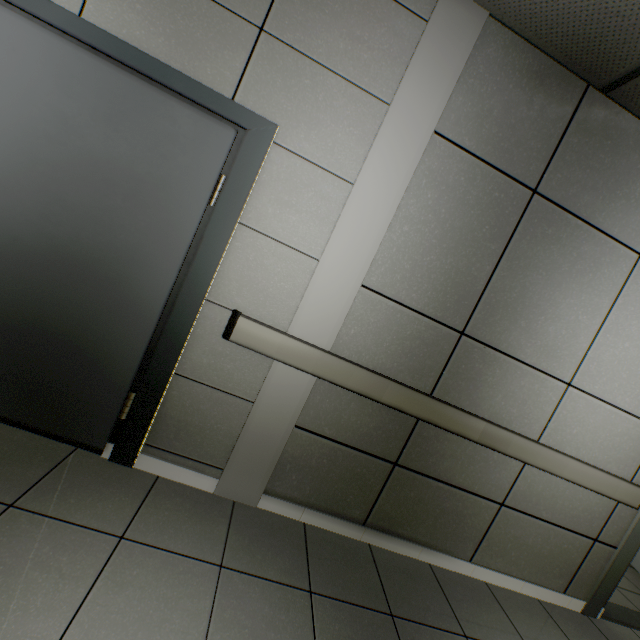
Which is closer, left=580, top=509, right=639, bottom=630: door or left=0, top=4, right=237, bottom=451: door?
left=0, top=4, right=237, bottom=451: door

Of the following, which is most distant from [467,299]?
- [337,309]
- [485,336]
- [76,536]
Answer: [76,536]

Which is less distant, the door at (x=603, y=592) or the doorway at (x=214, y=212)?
the doorway at (x=214, y=212)

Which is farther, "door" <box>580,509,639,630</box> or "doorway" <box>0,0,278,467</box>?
"door" <box>580,509,639,630</box>

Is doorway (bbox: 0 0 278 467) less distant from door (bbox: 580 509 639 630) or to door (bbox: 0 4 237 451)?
door (bbox: 0 4 237 451)

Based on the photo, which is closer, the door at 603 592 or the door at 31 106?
the door at 31 106

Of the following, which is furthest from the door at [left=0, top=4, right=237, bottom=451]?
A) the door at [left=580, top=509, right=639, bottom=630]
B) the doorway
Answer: the door at [left=580, top=509, right=639, bottom=630]
